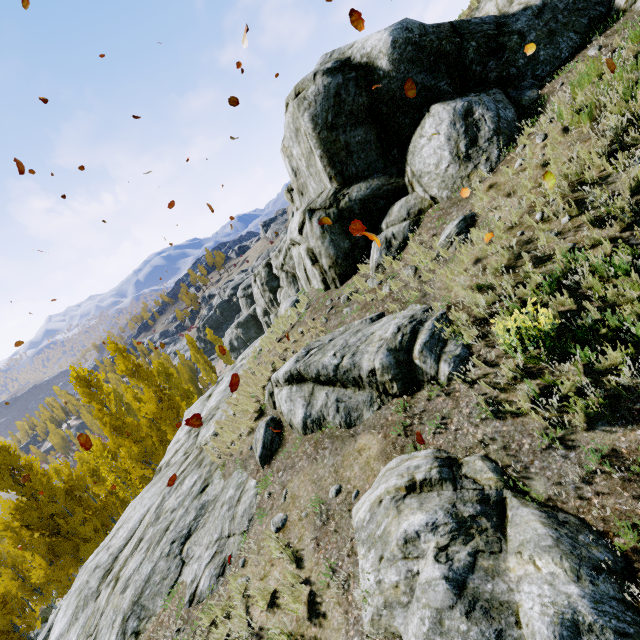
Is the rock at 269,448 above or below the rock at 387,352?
below

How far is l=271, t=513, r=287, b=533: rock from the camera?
6.0 meters

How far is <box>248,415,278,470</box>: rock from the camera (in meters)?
7.57

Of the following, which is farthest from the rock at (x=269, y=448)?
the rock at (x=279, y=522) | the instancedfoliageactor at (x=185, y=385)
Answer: the rock at (x=279, y=522)

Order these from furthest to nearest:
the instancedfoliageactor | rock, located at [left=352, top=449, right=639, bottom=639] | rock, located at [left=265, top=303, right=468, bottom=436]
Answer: the instancedfoliageactor < rock, located at [left=265, top=303, right=468, bottom=436] < rock, located at [left=352, top=449, right=639, bottom=639]

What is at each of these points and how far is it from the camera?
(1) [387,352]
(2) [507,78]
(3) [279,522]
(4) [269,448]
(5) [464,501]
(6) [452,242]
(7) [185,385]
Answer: (1) rock, 5.9m
(2) rock, 8.5m
(3) rock, 6.0m
(4) rock, 7.6m
(5) rock, 3.6m
(6) rock, 7.3m
(7) instancedfoliageactor, 39.2m

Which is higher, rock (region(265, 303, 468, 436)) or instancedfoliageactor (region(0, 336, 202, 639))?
rock (region(265, 303, 468, 436))

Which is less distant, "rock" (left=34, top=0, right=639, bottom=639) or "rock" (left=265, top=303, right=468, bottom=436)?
"rock" (left=265, top=303, right=468, bottom=436)
